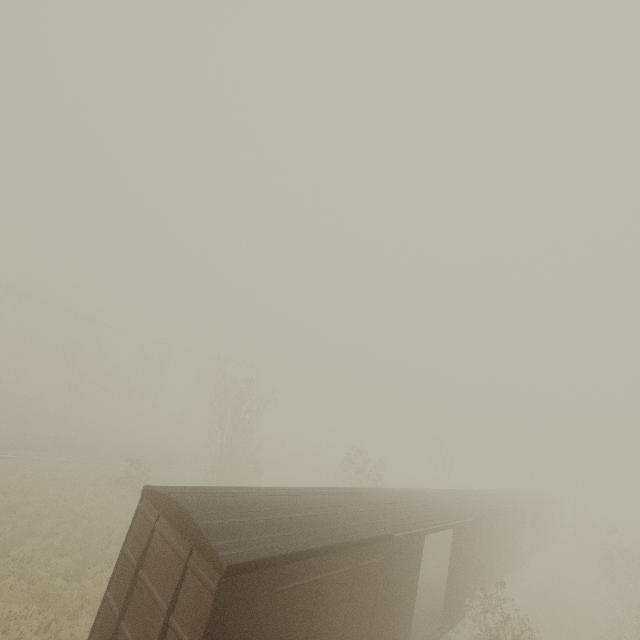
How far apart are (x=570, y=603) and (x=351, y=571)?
25.9 meters
